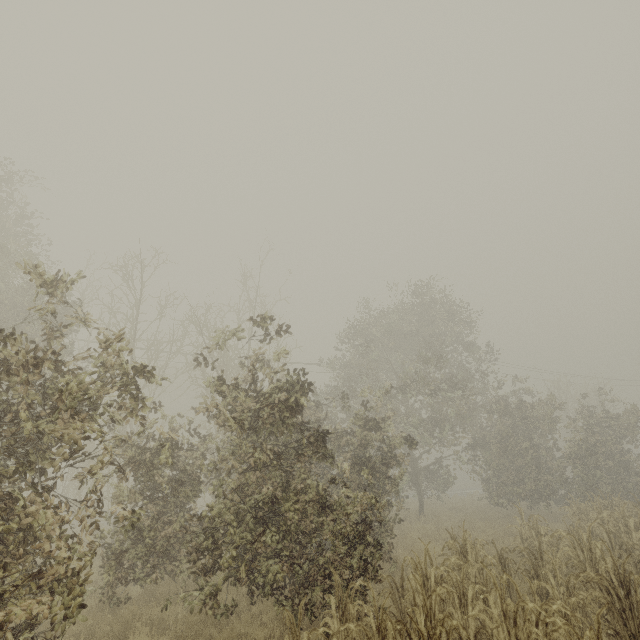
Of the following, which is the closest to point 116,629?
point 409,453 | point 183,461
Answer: point 183,461
